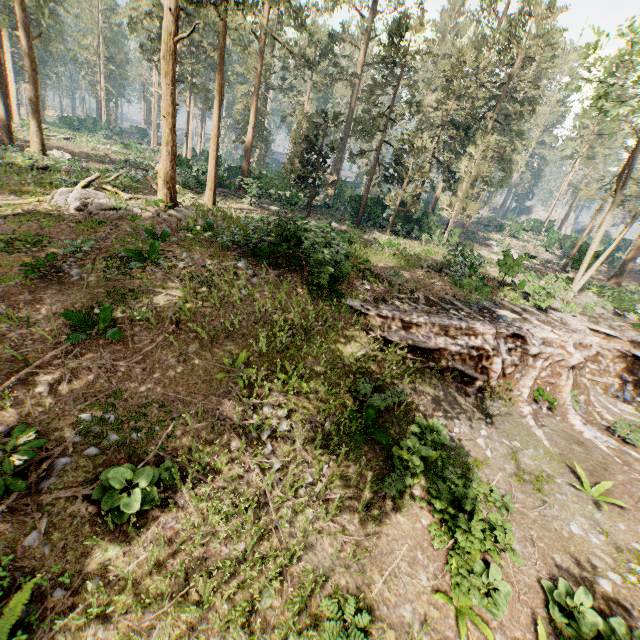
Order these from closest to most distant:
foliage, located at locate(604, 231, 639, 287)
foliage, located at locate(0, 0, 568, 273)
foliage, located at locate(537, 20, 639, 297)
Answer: foliage, located at locate(537, 20, 639, 297)
foliage, located at locate(0, 0, 568, 273)
foliage, located at locate(604, 231, 639, 287)

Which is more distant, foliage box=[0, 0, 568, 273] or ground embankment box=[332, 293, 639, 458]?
foliage box=[0, 0, 568, 273]

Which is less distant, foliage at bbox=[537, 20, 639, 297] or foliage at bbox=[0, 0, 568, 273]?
foliage at bbox=[537, 20, 639, 297]

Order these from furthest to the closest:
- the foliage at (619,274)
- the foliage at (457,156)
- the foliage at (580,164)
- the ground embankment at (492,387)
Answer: the foliage at (619,274) → the foliage at (457,156) → the foliage at (580,164) → the ground embankment at (492,387)

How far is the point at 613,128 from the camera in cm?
1719

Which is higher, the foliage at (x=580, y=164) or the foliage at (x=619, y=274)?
the foliage at (x=580, y=164)
